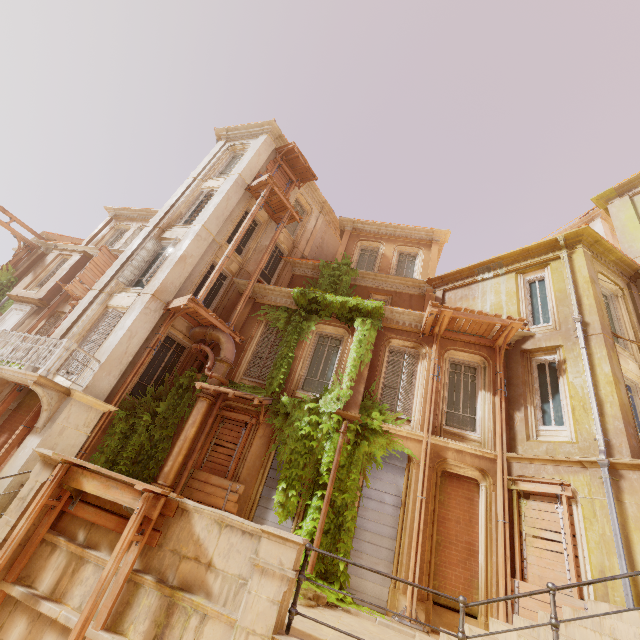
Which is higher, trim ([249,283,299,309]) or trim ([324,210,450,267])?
trim ([324,210,450,267])

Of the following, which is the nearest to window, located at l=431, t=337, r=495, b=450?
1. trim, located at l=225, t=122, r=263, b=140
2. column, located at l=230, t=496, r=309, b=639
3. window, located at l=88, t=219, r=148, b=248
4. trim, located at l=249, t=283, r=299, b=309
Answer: trim, located at l=249, t=283, r=299, b=309

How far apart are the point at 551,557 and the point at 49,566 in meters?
10.6 m

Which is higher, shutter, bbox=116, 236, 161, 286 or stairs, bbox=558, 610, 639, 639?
shutter, bbox=116, 236, 161, 286

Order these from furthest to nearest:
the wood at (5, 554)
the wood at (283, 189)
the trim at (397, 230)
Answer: the trim at (397, 230) < the wood at (283, 189) < the wood at (5, 554)

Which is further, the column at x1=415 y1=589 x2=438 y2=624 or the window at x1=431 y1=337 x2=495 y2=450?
the window at x1=431 y1=337 x2=495 y2=450

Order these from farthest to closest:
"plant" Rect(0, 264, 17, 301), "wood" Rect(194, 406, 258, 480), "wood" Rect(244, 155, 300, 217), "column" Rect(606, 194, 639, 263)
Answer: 1. "plant" Rect(0, 264, 17, 301)
2. "wood" Rect(244, 155, 300, 217)
3. "column" Rect(606, 194, 639, 263)
4. "wood" Rect(194, 406, 258, 480)

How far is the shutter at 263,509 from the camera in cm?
946
